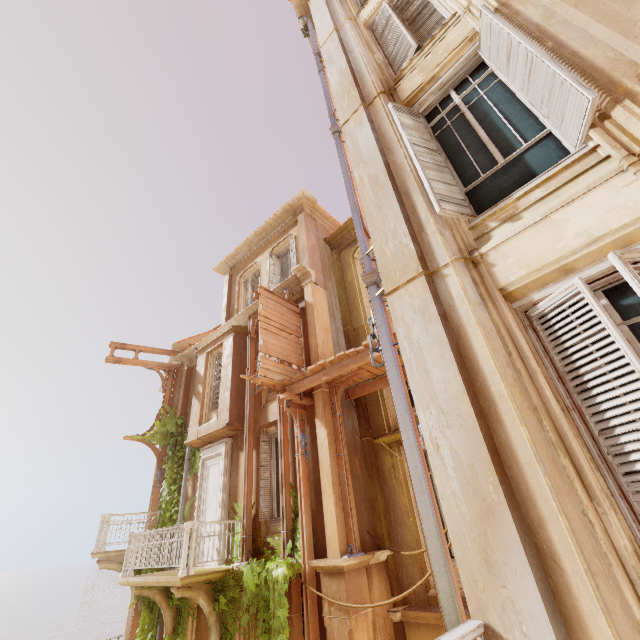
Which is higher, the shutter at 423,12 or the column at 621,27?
the shutter at 423,12

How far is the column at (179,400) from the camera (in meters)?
14.29

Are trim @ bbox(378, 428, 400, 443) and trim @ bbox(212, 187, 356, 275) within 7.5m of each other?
no

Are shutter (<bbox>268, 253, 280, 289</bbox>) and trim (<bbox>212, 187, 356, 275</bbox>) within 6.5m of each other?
yes

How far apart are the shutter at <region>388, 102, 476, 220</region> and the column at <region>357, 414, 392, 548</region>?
7.30m

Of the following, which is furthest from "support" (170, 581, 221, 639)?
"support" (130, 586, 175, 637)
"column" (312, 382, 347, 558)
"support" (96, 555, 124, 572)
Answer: "support" (96, 555, 124, 572)

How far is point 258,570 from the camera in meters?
7.8 m

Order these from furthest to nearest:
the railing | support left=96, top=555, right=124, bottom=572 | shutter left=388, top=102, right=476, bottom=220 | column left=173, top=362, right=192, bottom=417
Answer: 1. column left=173, top=362, right=192, bottom=417
2. support left=96, top=555, right=124, bottom=572
3. shutter left=388, top=102, right=476, bottom=220
4. the railing
